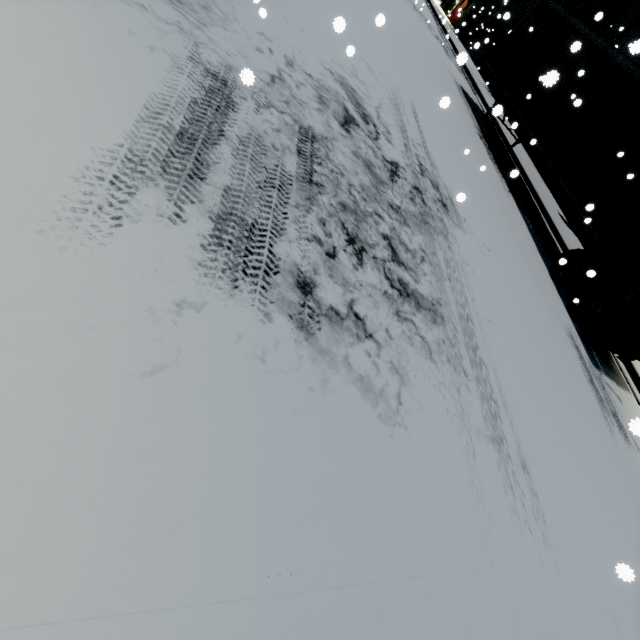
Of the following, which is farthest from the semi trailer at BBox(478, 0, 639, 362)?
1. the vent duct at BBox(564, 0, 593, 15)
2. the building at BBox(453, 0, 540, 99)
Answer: the vent duct at BBox(564, 0, 593, 15)

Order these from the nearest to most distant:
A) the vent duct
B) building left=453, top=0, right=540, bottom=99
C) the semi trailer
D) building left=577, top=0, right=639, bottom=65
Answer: the semi trailer < building left=577, top=0, right=639, bottom=65 < the vent duct < building left=453, top=0, right=540, bottom=99

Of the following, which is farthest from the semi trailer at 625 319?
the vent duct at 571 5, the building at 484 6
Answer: the vent duct at 571 5

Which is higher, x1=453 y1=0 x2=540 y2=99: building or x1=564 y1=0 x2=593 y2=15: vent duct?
x1=564 y1=0 x2=593 y2=15: vent duct

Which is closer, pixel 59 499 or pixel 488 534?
pixel 59 499

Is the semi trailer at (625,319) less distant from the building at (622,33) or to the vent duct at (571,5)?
the building at (622,33)

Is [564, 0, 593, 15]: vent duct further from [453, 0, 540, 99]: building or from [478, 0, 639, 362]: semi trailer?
[478, 0, 639, 362]: semi trailer
